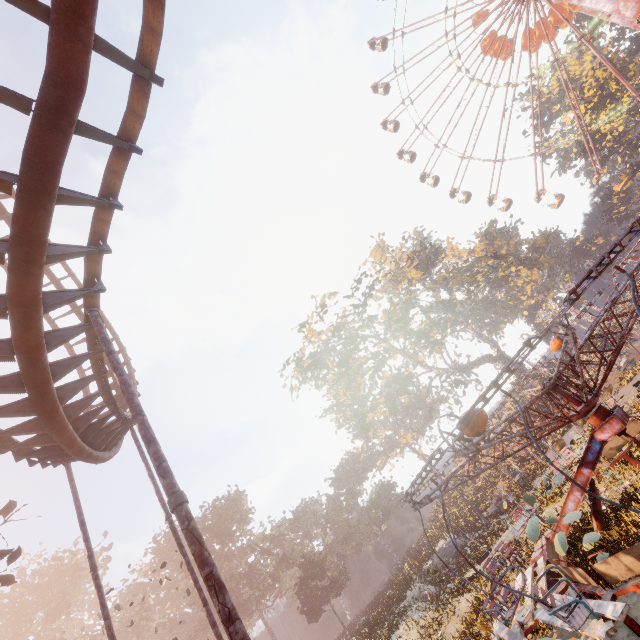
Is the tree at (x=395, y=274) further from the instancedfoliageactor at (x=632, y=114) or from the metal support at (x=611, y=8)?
the metal support at (x=611, y=8)

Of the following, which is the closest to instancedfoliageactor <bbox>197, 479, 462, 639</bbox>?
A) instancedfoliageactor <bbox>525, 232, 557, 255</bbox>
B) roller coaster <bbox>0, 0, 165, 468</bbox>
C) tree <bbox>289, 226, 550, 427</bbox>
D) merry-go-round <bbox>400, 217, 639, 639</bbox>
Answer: merry-go-round <bbox>400, 217, 639, 639</bbox>

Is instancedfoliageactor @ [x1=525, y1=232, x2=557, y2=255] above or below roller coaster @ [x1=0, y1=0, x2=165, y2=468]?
above

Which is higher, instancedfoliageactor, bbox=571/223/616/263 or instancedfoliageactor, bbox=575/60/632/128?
instancedfoliageactor, bbox=575/60/632/128

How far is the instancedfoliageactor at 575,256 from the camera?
54.0m

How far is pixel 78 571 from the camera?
46.88m

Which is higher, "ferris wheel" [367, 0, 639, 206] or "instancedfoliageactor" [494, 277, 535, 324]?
"ferris wheel" [367, 0, 639, 206]

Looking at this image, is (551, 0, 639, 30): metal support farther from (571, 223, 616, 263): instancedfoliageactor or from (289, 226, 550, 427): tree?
(289, 226, 550, 427): tree
